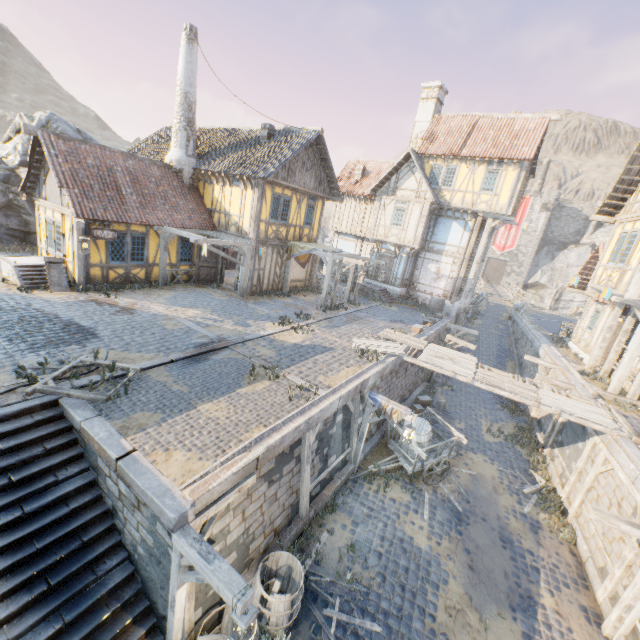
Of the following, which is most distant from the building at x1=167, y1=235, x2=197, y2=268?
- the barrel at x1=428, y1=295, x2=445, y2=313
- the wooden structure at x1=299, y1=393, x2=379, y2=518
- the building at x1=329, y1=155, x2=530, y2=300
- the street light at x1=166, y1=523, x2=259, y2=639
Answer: the street light at x1=166, y1=523, x2=259, y2=639

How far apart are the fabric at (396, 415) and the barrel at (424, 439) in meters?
1.3 m

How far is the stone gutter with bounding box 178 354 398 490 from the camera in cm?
576

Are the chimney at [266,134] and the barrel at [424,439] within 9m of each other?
no

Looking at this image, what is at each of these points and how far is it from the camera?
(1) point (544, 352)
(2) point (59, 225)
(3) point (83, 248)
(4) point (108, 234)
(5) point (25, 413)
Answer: A:
(1) stone blocks, 17.8m
(2) building, 13.4m
(3) street light, 11.7m
(4) sign, 13.0m
(5) stairs, 6.3m

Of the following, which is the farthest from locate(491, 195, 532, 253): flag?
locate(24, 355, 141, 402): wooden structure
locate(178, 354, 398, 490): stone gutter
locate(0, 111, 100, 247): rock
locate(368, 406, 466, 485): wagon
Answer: locate(0, 111, 100, 247): rock

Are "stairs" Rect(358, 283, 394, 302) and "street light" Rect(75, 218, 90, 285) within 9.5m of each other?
no

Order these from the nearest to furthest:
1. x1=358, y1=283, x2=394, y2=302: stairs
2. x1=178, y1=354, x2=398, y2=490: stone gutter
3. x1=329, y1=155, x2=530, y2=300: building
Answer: x1=178, y1=354, x2=398, y2=490: stone gutter < x1=329, y1=155, x2=530, y2=300: building < x1=358, y1=283, x2=394, y2=302: stairs
